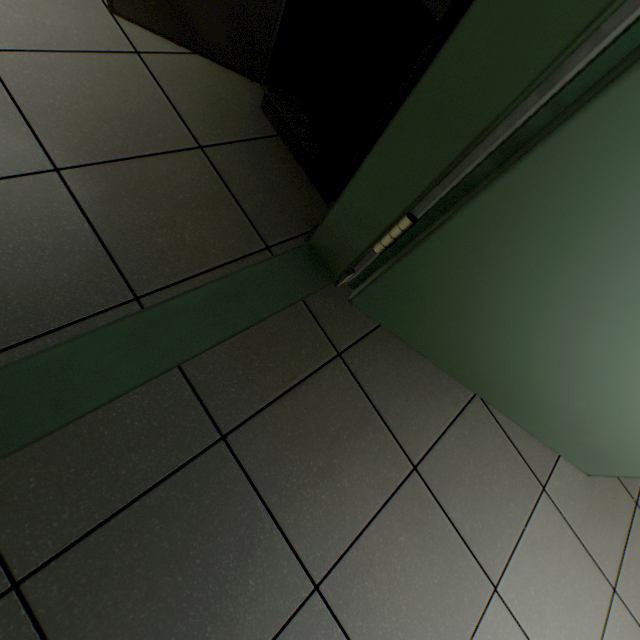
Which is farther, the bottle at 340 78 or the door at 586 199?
the bottle at 340 78

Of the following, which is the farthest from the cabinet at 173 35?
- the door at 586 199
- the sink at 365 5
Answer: the door at 586 199

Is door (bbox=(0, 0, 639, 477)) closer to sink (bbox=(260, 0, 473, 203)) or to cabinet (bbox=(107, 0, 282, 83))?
sink (bbox=(260, 0, 473, 203))

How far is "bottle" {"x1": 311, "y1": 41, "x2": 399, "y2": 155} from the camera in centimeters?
121cm

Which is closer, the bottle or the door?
the door

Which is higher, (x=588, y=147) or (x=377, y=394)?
(x=588, y=147)

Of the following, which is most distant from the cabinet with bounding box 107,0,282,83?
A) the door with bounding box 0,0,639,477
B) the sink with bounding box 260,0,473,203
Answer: the door with bounding box 0,0,639,477
